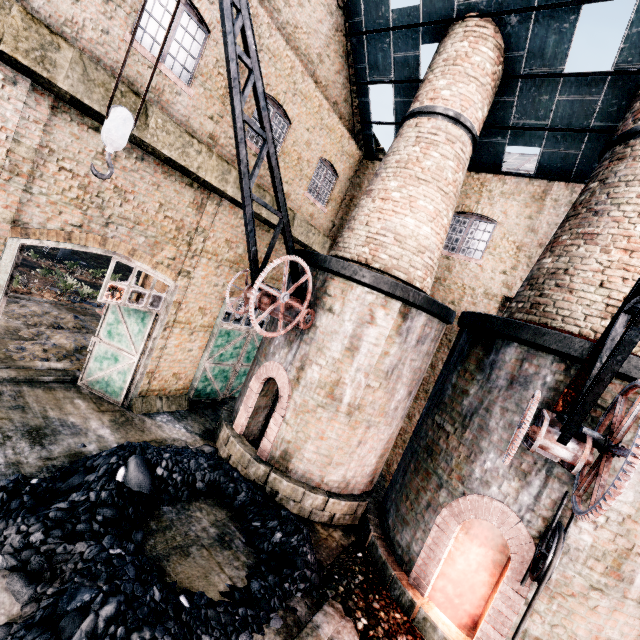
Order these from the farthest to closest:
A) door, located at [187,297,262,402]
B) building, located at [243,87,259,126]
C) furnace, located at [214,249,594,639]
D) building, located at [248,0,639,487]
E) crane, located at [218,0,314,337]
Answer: door, located at [187,297,262,402]
building, located at [243,87,259,126]
building, located at [248,0,639,487]
furnace, located at [214,249,594,639]
crane, located at [218,0,314,337]

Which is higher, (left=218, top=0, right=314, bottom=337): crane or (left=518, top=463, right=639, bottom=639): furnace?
(left=218, top=0, right=314, bottom=337): crane

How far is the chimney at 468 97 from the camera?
10.16m

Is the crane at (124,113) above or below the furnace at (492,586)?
above

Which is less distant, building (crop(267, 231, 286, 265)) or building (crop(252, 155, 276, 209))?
building (crop(252, 155, 276, 209))

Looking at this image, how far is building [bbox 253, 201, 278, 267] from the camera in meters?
12.3

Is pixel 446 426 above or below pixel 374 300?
below
